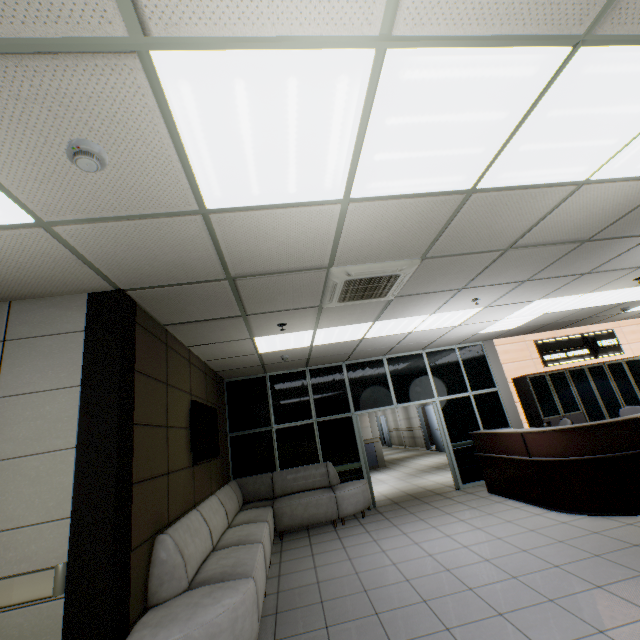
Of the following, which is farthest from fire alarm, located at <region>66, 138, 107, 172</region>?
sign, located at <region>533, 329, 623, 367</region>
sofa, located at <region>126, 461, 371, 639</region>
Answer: sign, located at <region>533, 329, 623, 367</region>

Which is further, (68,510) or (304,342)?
(304,342)

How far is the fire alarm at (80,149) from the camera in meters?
1.6

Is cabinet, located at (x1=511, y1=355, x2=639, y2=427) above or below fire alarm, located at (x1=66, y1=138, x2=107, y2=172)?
below

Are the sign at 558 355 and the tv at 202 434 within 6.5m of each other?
no

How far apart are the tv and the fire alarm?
3.5 meters

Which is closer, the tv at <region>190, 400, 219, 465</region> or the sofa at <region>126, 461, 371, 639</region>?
the sofa at <region>126, 461, 371, 639</region>

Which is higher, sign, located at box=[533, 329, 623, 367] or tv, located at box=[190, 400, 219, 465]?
sign, located at box=[533, 329, 623, 367]
